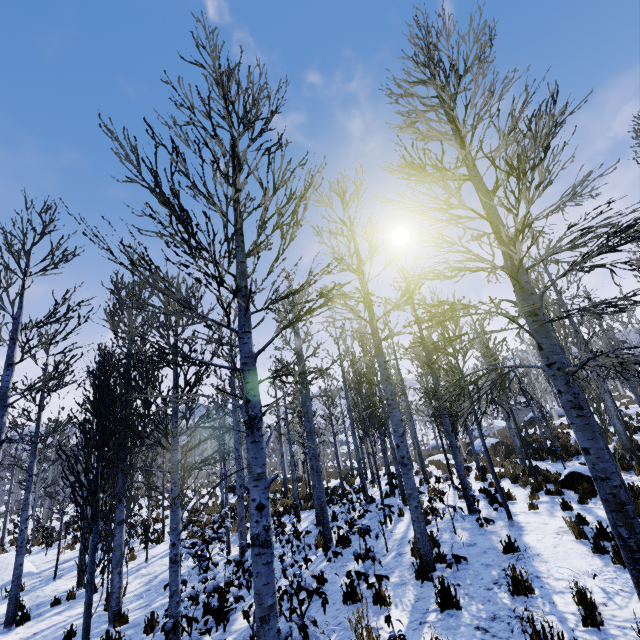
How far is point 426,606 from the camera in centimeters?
488cm

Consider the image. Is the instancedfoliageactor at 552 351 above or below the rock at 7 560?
above

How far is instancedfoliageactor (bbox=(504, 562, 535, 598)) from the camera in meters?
4.8 m

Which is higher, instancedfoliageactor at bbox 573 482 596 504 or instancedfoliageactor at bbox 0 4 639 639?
instancedfoliageactor at bbox 0 4 639 639

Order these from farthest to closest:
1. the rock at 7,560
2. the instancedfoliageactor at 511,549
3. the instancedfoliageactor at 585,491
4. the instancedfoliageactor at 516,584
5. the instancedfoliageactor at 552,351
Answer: the rock at 7,560 → the instancedfoliageactor at 585,491 → the instancedfoliageactor at 511,549 → the instancedfoliageactor at 516,584 → the instancedfoliageactor at 552,351

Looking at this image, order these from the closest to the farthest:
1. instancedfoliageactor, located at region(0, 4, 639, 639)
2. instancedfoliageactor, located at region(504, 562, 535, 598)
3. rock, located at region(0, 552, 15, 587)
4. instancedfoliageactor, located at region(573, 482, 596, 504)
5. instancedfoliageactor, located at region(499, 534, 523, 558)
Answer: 1. instancedfoliageactor, located at region(0, 4, 639, 639)
2. instancedfoliageactor, located at region(504, 562, 535, 598)
3. instancedfoliageactor, located at region(499, 534, 523, 558)
4. instancedfoliageactor, located at region(573, 482, 596, 504)
5. rock, located at region(0, 552, 15, 587)

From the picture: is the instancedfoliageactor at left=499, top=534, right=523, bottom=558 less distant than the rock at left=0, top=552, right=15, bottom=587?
Yes
